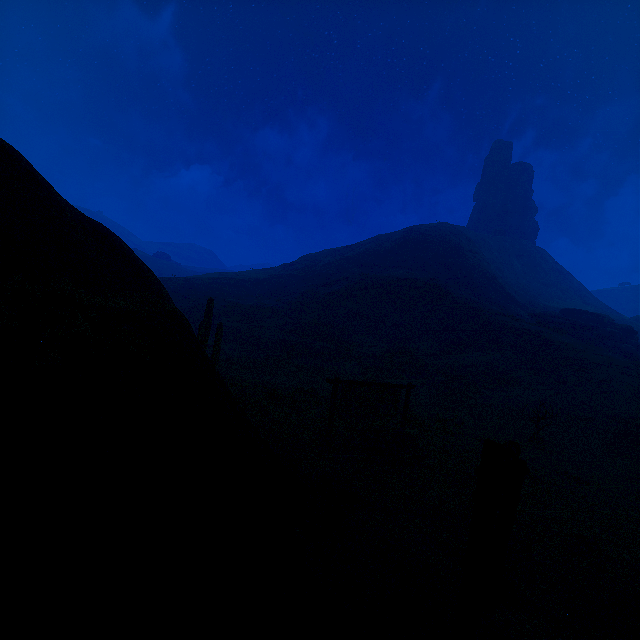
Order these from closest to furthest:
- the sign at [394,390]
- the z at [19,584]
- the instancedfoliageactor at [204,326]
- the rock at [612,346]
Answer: the z at [19,584]
the sign at [394,390]
the instancedfoliageactor at [204,326]
the rock at [612,346]

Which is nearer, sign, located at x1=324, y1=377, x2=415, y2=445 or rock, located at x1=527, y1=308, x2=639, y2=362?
sign, located at x1=324, y1=377, x2=415, y2=445

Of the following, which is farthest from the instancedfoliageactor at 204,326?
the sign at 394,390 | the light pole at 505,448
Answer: the light pole at 505,448

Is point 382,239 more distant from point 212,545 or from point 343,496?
point 212,545

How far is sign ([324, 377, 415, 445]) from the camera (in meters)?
10.40

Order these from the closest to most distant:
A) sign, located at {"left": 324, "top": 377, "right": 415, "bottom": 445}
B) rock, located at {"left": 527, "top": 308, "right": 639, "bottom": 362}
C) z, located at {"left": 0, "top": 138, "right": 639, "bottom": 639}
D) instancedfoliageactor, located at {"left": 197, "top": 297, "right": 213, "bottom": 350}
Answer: z, located at {"left": 0, "top": 138, "right": 639, "bottom": 639} < sign, located at {"left": 324, "top": 377, "right": 415, "bottom": 445} < instancedfoliageactor, located at {"left": 197, "top": 297, "right": 213, "bottom": 350} < rock, located at {"left": 527, "top": 308, "right": 639, "bottom": 362}

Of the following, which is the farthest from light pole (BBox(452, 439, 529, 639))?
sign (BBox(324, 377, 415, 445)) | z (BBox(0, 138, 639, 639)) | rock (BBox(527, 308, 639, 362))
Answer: rock (BBox(527, 308, 639, 362))

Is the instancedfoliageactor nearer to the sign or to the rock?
the sign
